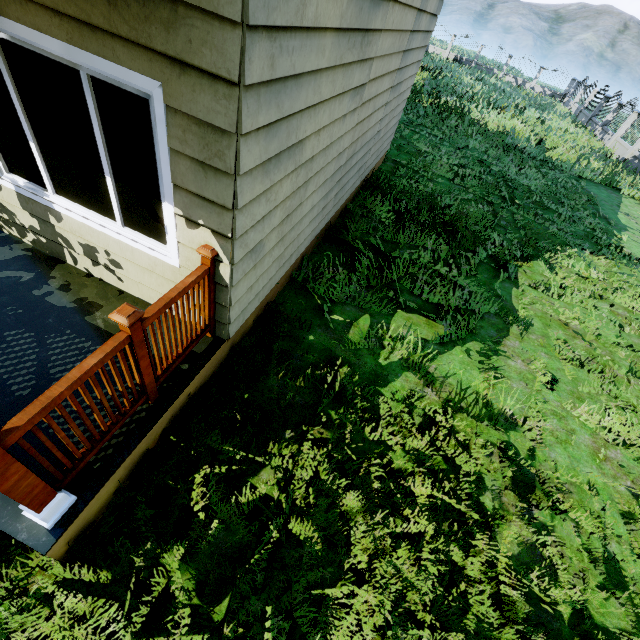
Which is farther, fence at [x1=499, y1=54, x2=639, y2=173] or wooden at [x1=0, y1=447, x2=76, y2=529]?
fence at [x1=499, y1=54, x2=639, y2=173]

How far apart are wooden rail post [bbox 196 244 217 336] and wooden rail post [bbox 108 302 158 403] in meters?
0.7

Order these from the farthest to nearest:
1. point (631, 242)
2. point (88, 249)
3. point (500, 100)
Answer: point (500, 100)
point (631, 242)
point (88, 249)

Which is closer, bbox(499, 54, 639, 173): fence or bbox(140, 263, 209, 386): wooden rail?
bbox(140, 263, 209, 386): wooden rail

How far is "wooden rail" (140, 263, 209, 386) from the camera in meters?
2.3

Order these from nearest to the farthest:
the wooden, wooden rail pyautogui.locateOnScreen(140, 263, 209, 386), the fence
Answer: the wooden < wooden rail pyautogui.locateOnScreen(140, 263, 209, 386) < the fence

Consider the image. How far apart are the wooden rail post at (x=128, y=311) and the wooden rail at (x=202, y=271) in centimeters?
5cm

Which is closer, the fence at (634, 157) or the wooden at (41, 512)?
the wooden at (41, 512)
